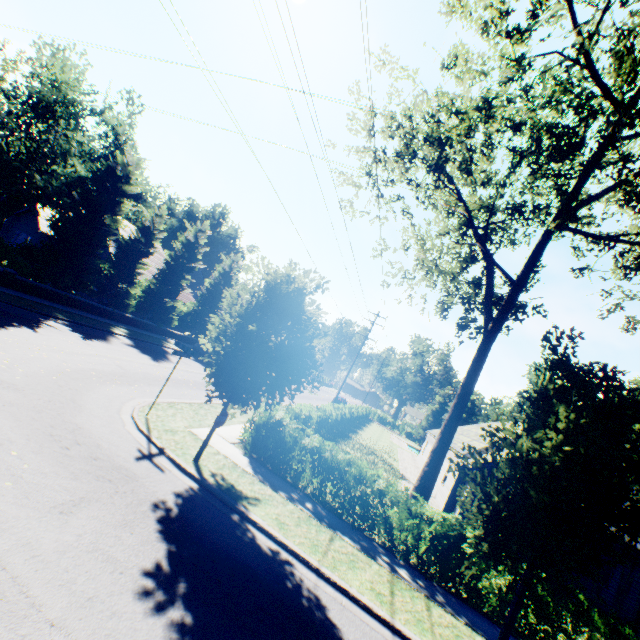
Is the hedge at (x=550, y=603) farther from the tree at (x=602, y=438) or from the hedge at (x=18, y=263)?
the hedge at (x=18, y=263)

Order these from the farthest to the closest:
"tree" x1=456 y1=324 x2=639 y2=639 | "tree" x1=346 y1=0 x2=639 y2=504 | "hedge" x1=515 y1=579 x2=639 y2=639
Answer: "tree" x1=346 y1=0 x2=639 y2=504 → "hedge" x1=515 y1=579 x2=639 y2=639 → "tree" x1=456 y1=324 x2=639 y2=639

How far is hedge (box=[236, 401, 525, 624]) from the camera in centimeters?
907cm

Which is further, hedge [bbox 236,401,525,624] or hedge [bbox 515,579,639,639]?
hedge [bbox 236,401,525,624]

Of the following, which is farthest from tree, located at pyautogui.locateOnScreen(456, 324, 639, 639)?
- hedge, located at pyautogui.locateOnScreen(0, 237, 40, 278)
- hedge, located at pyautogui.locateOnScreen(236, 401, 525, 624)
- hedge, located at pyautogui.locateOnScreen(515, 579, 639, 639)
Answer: hedge, located at pyautogui.locateOnScreen(515, 579, 639, 639)

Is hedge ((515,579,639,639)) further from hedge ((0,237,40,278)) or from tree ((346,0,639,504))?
hedge ((0,237,40,278))

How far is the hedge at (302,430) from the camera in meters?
9.1 m

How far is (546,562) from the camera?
6.0m
